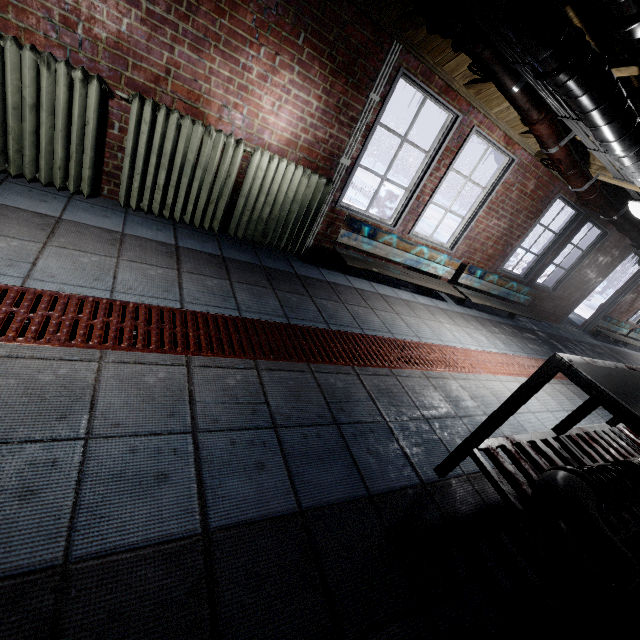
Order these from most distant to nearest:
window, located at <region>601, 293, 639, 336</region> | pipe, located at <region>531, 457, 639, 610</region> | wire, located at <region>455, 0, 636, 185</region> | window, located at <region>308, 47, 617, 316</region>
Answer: window, located at <region>601, 293, 639, 336</region> < window, located at <region>308, 47, 617, 316</region> < wire, located at <region>455, 0, 636, 185</region> < pipe, located at <region>531, 457, 639, 610</region>

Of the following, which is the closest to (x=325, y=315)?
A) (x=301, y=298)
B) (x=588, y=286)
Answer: (x=301, y=298)

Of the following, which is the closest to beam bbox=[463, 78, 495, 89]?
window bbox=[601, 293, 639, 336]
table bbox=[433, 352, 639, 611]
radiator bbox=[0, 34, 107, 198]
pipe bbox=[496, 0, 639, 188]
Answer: pipe bbox=[496, 0, 639, 188]

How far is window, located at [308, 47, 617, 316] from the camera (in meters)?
3.10

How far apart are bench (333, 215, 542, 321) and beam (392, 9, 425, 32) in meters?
1.5

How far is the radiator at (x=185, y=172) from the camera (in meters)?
2.36

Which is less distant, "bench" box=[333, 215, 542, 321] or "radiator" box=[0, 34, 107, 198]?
"radiator" box=[0, 34, 107, 198]

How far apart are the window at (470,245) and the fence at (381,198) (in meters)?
3.75
